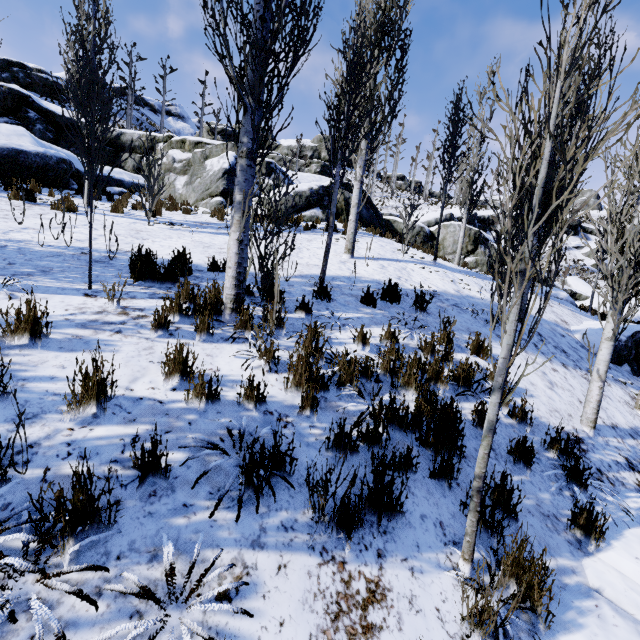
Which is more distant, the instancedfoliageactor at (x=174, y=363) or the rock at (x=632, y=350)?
the rock at (x=632, y=350)

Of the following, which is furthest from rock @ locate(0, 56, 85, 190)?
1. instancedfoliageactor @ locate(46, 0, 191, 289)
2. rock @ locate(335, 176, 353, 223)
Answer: instancedfoliageactor @ locate(46, 0, 191, 289)

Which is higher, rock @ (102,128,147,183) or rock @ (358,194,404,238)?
rock @ (102,128,147,183)

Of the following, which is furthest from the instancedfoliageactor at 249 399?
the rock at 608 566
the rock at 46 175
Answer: the rock at 46 175

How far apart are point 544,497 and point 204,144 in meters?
20.6 m

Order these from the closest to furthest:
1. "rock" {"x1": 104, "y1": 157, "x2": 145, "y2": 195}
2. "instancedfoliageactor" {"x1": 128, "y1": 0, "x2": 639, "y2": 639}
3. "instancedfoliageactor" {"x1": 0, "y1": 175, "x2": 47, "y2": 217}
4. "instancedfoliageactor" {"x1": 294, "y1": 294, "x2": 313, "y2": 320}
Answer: "instancedfoliageactor" {"x1": 128, "y1": 0, "x2": 639, "y2": 639} → "instancedfoliageactor" {"x1": 294, "y1": 294, "x2": 313, "y2": 320} → "instancedfoliageactor" {"x1": 0, "y1": 175, "x2": 47, "y2": 217} → "rock" {"x1": 104, "y1": 157, "x2": 145, "y2": 195}

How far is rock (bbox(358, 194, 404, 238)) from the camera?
16.2 meters

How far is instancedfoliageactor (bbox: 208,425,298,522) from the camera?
2.1 meters
